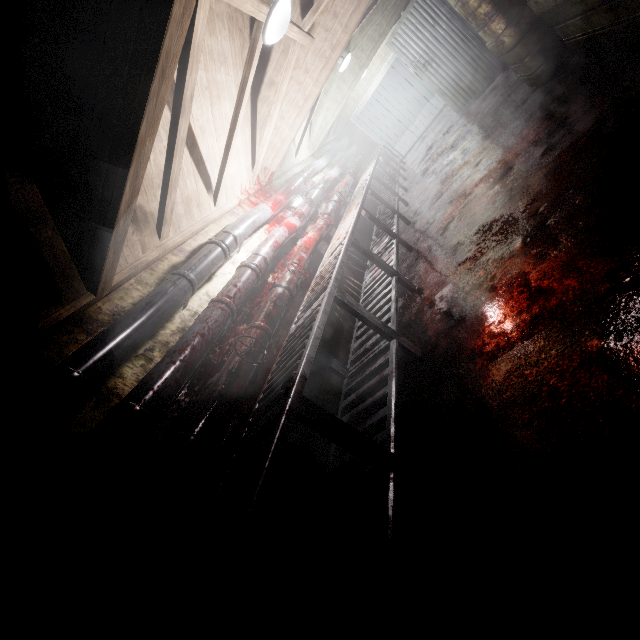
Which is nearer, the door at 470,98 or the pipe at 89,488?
the pipe at 89,488

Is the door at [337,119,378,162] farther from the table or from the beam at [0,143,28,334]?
the beam at [0,143,28,334]

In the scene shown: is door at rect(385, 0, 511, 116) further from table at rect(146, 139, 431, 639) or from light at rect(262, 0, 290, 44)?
light at rect(262, 0, 290, 44)

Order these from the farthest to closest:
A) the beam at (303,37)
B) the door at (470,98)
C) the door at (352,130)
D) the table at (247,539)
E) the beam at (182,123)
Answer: the door at (352,130) < the door at (470,98) < the beam at (303,37) < the beam at (182,123) < the table at (247,539)

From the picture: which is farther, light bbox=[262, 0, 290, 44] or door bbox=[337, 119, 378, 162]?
door bbox=[337, 119, 378, 162]

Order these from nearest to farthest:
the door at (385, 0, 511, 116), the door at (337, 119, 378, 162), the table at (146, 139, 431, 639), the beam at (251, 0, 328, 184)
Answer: the table at (146, 139, 431, 639), the beam at (251, 0, 328, 184), the door at (385, 0, 511, 116), the door at (337, 119, 378, 162)

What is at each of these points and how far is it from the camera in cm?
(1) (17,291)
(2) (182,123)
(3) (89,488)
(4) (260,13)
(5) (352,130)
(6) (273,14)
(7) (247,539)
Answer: (1) beam, 146
(2) beam, 203
(3) pipe, 128
(4) beam, 222
(5) door, 955
(6) light, 229
(7) table, 97

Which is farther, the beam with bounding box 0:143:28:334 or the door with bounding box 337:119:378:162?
the door with bounding box 337:119:378:162
